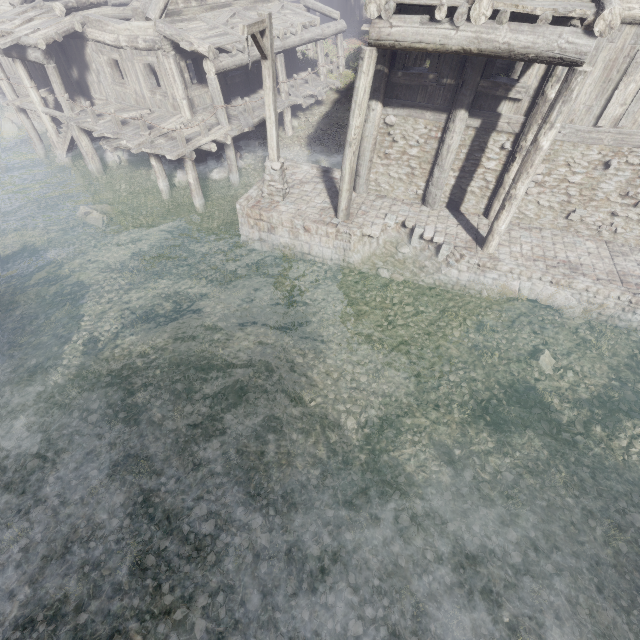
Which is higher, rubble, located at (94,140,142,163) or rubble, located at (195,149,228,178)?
rubble, located at (195,149,228,178)

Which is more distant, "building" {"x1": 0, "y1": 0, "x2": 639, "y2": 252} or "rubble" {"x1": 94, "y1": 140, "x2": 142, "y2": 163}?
"rubble" {"x1": 94, "y1": 140, "x2": 142, "y2": 163}

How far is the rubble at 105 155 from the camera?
16.6 meters

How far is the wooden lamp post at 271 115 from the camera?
7.8 meters

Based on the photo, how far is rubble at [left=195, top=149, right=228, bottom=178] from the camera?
15.28m

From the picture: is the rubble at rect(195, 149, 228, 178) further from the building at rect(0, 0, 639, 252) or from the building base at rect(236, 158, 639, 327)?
the building base at rect(236, 158, 639, 327)

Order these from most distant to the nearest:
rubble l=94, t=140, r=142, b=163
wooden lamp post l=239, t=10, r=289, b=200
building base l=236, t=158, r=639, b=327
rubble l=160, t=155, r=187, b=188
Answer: rubble l=94, t=140, r=142, b=163
rubble l=160, t=155, r=187, b=188
building base l=236, t=158, r=639, b=327
wooden lamp post l=239, t=10, r=289, b=200

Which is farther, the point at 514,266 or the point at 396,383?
the point at 514,266
